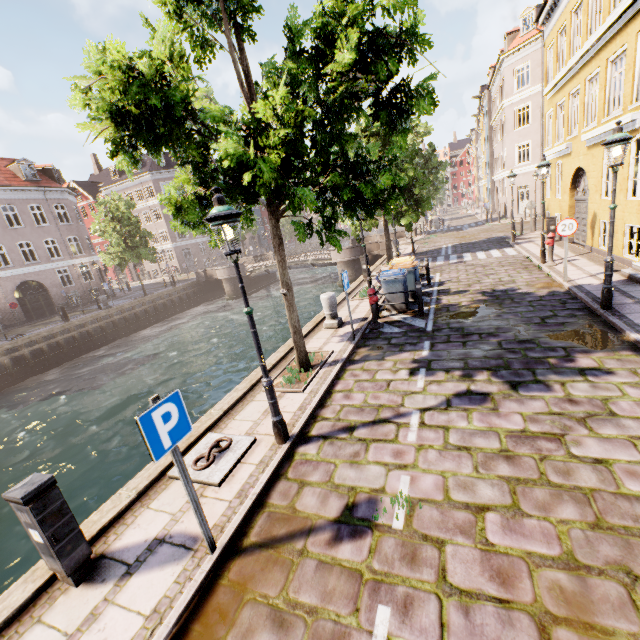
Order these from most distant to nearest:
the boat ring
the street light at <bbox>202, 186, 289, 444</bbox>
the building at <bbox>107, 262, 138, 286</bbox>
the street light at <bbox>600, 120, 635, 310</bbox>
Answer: the building at <bbox>107, 262, 138, 286</bbox>
the street light at <bbox>600, 120, 635, 310</bbox>
the boat ring
the street light at <bbox>202, 186, 289, 444</bbox>

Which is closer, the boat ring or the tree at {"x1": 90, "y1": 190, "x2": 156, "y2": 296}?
the boat ring

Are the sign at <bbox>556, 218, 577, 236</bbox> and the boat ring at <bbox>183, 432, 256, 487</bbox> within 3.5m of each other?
no

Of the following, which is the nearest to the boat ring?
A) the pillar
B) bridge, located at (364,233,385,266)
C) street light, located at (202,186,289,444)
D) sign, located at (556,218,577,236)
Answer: street light, located at (202,186,289,444)

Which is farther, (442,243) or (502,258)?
(442,243)

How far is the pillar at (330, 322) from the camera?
9.91m

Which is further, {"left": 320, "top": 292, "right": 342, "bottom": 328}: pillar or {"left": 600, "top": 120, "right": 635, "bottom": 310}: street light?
{"left": 320, "top": 292, "right": 342, "bottom": 328}: pillar

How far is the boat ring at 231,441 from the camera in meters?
4.6 m
